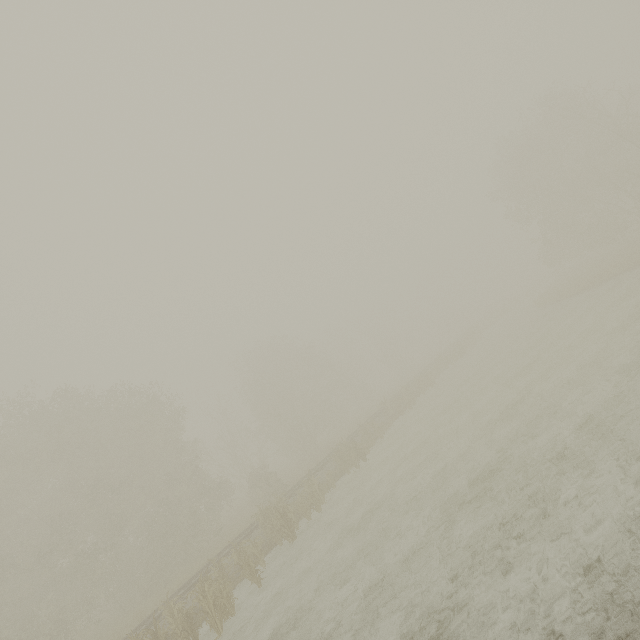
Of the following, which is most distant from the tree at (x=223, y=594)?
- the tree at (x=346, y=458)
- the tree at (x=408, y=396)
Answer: the tree at (x=408, y=396)

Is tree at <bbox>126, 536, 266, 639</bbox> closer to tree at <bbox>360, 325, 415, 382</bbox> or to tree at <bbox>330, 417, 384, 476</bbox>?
tree at <bbox>330, 417, 384, 476</bbox>

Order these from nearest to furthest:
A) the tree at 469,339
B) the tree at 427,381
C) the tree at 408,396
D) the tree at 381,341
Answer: the tree at 408,396 → the tree at 427,381 → the tree at 469,339 → the tree at 381,341

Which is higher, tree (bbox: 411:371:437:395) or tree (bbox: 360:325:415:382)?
tree (bbox: 360:325:415:382)

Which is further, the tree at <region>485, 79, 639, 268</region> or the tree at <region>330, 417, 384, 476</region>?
the tree at <region>485, 79, 639, 268</region>

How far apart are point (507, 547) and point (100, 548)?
25.1 meters

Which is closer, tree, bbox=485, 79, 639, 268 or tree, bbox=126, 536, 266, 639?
tree, bbox=126, 536, 266, 639

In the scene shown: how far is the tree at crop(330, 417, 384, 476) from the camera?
20.3 meters
